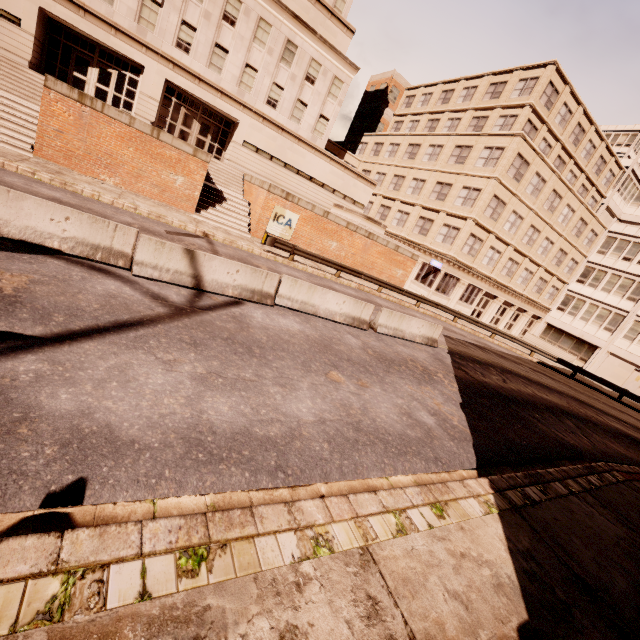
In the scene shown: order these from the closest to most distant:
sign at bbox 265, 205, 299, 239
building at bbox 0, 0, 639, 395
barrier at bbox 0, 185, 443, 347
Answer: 1. barrier at bbox 0, 185, 443, 347
2. sign at bbox 265, 205, 299, 239
3. building at bbox 0, 0, 639, 395

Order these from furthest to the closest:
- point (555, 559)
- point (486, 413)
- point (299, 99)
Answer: point (299, 99), point (486, 413), point (555, 559)

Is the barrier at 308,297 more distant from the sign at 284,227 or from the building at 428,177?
the building at 428,177

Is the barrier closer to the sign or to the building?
the sign

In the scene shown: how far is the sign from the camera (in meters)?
20.08

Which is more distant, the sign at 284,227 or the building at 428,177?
the building at 428,177

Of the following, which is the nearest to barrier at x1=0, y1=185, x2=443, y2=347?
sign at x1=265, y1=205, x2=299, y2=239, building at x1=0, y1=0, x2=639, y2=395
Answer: sign at x1=265, y1=205, x2=299, y2=239
